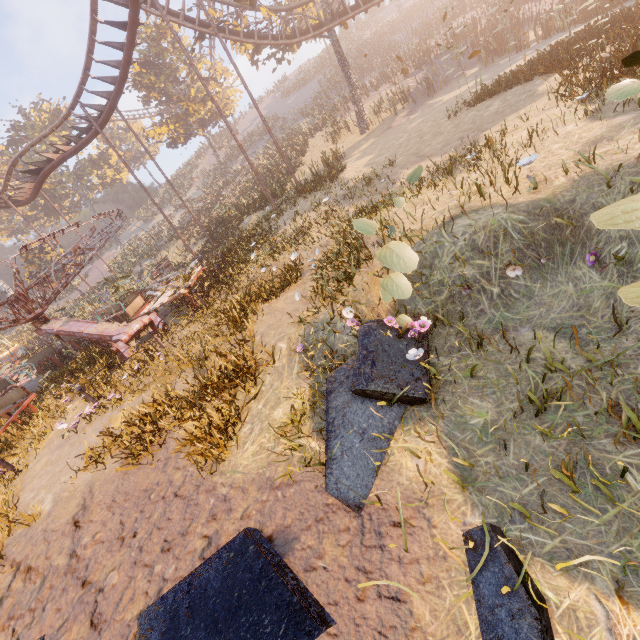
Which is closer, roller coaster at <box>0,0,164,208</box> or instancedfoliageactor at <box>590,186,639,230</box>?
instancedfoliageactor at <box>590,186,639,230</box>

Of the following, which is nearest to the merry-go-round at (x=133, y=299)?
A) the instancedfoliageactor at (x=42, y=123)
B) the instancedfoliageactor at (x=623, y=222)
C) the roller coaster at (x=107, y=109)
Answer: the roller coaster at (x=107, y=109)

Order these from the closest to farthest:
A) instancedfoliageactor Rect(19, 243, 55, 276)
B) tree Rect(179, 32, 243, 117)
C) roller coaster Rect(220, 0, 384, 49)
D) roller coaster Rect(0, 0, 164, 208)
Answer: roller coaster Rect(0, 0, 164, 208) → roller coaster Rect(220, 0, 384, 49) → tree Rect(179, 32, 243, 117) → instancedfoliageactor Rect(19, 243, 55, 276)

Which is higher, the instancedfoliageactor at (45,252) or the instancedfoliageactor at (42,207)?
the instancedfoliageactor at (42,207)

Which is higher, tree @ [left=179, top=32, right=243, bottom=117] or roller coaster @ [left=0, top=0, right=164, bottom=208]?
tree @ [left=179, top=32, right=243, bottom=117]

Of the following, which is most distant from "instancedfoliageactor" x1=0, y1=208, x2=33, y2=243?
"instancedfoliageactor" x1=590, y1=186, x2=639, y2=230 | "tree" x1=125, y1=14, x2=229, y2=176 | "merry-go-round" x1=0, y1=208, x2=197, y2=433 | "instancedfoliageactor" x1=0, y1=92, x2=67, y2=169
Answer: "instancedfoliageactor" x1=590, y1=186, x2=639, y2=230

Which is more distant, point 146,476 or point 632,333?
point 146,476

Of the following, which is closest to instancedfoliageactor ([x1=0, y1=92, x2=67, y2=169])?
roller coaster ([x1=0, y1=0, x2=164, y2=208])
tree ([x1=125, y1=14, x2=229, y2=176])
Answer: roller coaster ([x1=0, y1=0, x2=164, y2=208])
